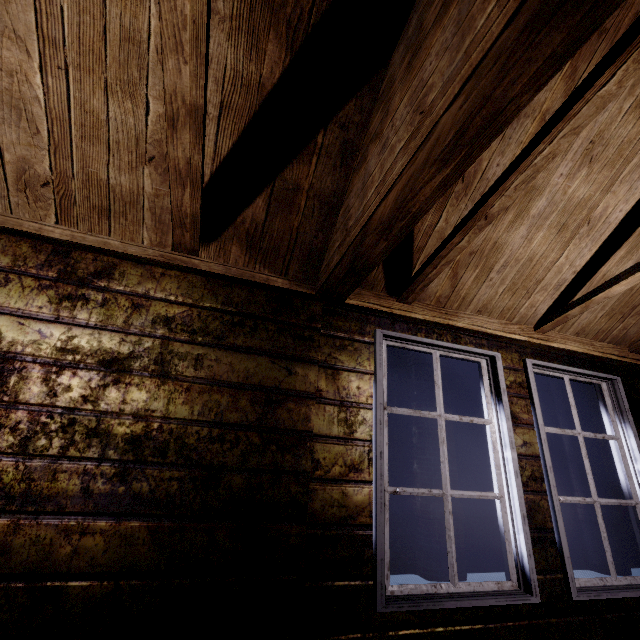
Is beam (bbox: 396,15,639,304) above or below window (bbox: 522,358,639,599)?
above

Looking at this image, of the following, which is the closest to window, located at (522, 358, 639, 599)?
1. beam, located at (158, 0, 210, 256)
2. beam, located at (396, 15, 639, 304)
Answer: beam, located at (396, 15, 639, 304)

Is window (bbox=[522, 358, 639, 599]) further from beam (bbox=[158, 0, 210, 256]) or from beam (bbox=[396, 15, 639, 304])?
beam (bbox=[158, 0, 210, 256])

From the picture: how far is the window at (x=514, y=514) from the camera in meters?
1.5

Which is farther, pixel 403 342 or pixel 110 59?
pixel 403 342

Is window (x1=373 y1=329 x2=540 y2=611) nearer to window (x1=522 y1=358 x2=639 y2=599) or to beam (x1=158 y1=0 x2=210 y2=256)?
window (x1=522 y1=358 x2=639 y2=599)

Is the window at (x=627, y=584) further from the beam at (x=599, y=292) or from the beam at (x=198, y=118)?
the beam at (x=198, y=118)
